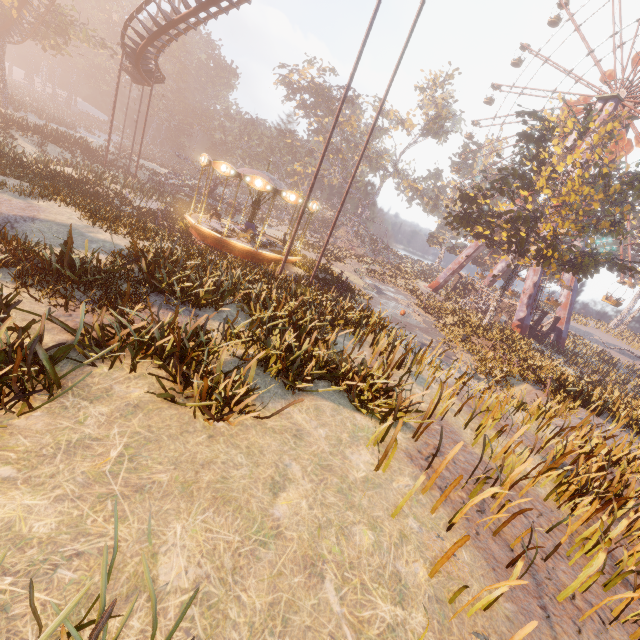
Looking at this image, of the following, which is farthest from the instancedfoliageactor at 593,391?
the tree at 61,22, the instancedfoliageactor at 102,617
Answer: the tree at 61,22

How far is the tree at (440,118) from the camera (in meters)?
56.86

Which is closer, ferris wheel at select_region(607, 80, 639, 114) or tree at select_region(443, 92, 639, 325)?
tree at select_region(443, 92, 639, 325)

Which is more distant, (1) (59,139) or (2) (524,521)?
(1) (59,139)

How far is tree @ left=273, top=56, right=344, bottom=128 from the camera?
50.9m

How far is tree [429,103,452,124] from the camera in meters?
56.9

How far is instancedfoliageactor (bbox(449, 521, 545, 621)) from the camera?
3.6m

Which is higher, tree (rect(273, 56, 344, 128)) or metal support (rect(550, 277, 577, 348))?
tree (rect(273, 56, 344, 128))
